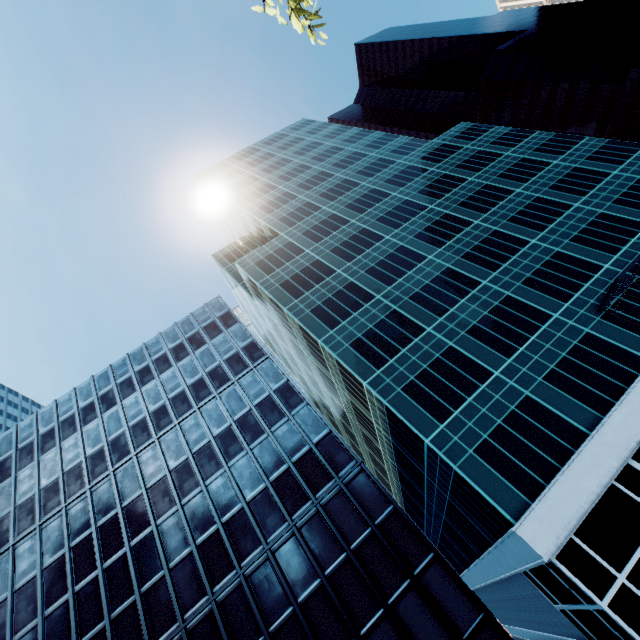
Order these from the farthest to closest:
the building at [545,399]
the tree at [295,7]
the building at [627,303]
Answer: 1. the building at [627,303]
2. the building at [545,399]
3. the tree at [295,7]

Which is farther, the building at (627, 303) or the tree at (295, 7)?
the building at (627, 303)

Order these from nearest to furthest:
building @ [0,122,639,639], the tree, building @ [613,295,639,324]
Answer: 1. the tree
2. building @ [0,122,639,639]
3. building @ [613,295,639,324]

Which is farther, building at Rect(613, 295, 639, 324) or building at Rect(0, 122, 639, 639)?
building at Rect(613, 295, 639, 324)

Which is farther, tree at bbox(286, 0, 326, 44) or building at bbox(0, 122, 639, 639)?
building at bbox(0, 122, 639, 639)

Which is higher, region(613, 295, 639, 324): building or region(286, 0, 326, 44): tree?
region(286, 0, 326, 44): tree

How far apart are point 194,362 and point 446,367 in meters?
24.0 m
